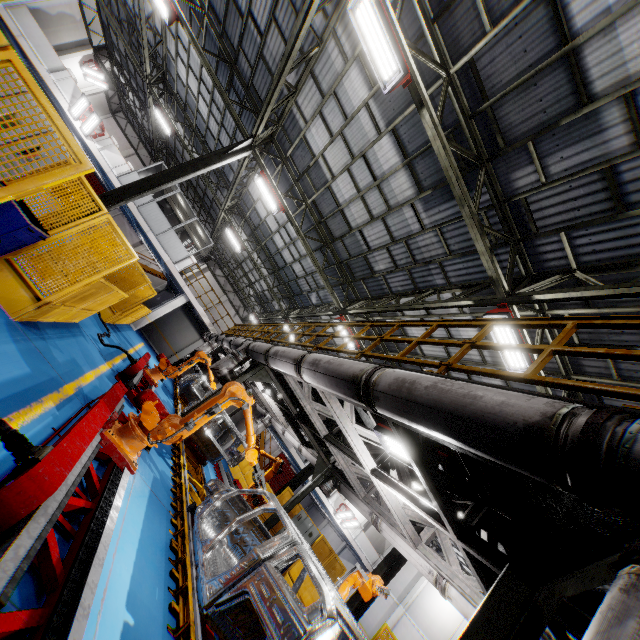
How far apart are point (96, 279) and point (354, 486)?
7.4 meters

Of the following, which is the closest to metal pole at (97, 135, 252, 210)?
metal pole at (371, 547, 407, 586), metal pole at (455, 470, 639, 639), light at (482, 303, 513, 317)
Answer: light at (482, 303, 513, 317)

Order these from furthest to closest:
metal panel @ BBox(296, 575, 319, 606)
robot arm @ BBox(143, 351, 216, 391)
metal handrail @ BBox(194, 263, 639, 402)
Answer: robot arm @ BBox(143, 351, 216, 391) < metal panel @ BBox(296, 575, 319, 606) < metal handrail @ BBox(194, 263, 639, 402)

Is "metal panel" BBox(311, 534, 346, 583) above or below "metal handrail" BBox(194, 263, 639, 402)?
below

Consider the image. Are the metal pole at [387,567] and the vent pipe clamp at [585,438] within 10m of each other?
no

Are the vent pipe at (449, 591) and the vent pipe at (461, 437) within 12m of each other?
yes

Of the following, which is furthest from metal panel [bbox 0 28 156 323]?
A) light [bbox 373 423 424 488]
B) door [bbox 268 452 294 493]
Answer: door [bbox 268 452 294 493]

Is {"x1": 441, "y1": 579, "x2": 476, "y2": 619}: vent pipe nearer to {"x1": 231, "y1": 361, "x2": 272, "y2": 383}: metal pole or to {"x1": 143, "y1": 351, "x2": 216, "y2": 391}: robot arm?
{"x1": 143, "y1": 351, "x2": 216, "y2": 391}: robot arm
